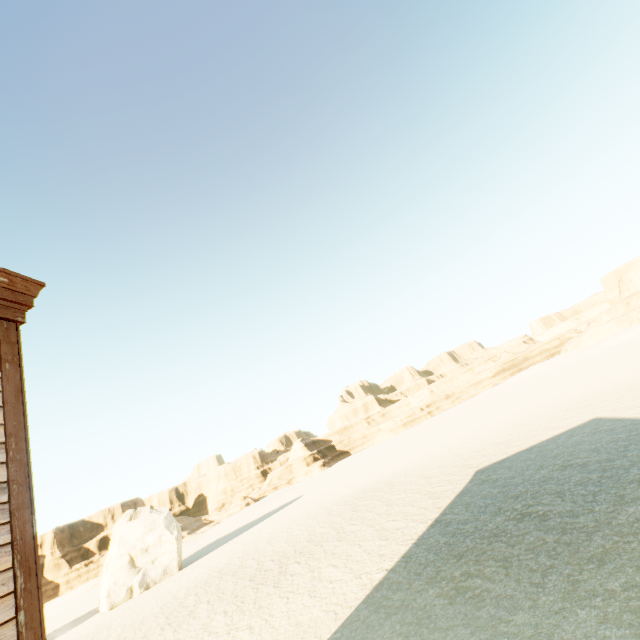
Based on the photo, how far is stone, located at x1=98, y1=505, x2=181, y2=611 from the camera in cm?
2844

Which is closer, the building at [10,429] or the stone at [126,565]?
the building at [10,429]

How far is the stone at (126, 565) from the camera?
28.44m

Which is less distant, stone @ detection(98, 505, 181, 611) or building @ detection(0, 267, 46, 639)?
building @ detection(0, 267, 46, 639)

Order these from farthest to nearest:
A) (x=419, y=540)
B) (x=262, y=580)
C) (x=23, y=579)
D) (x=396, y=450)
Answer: (x=396, y=450), (x=262, y=580), (x=419, y=540), (x=23, y=579)
